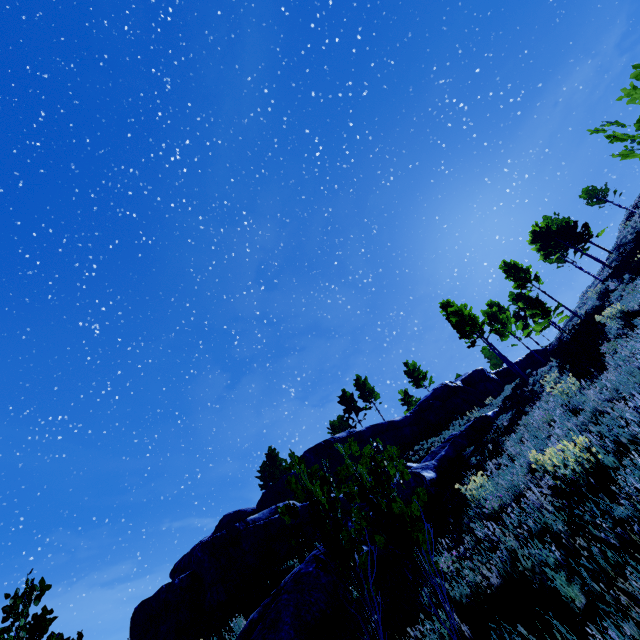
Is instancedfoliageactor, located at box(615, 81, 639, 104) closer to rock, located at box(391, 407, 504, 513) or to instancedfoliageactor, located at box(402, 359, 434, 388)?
rock, located at box(391, 407, 504, 513)

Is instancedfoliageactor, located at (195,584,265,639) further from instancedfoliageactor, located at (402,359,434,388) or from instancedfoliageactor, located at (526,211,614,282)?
instancedfoliageactor, located at (402,359,434,388)

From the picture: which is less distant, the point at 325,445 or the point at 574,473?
the point at 574,473

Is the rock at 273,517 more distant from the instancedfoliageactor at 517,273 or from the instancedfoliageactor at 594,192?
the instancedfoliageactor at 594,192

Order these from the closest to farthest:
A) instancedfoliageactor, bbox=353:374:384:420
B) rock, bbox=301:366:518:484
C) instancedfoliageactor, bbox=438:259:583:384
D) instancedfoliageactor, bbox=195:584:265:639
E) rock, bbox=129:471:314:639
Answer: instancedfoliageactor, bbox=195:584:265:639 → rock, bbox=129:471:314:639 → rock, bbox=301:366:518:484 → instancedfoliageactor, bbox=438:259:583:384 → instancedfoliageactor, bbox=353:374:384:420

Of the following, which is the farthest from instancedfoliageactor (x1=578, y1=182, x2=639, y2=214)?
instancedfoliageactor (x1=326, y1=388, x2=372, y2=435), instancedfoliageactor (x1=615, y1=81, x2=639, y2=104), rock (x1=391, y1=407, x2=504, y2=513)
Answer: instancedfoliageactor (x1=326, y1=388, x2=372, y2=435)

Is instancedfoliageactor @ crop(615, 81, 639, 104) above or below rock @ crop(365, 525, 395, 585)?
above

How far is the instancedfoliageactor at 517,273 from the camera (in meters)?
24.19
